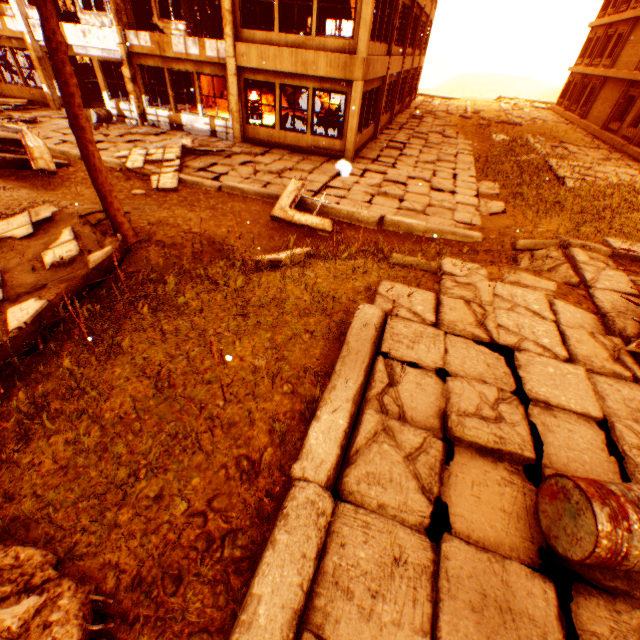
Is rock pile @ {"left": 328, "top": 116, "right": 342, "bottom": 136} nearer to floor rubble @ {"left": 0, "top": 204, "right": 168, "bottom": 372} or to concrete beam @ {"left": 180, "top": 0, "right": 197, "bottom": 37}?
concrete beam @ {"left": 180, "top": 0, "right": 197, "bottom": 37}

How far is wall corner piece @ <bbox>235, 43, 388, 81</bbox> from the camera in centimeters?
1112cm

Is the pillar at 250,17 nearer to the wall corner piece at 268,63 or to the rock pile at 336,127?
the wall corner piece at 268,63

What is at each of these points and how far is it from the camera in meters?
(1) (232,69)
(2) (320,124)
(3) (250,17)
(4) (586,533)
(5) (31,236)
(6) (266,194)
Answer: (1) pillar, 12.3 m
(2) rock pile, 14.4 m
(3) pillar, 19.2 m
(4) metal barrel, 2.1 m
(5) floor rubble, 5.6 m
(6) concrete curb, 9.5 m

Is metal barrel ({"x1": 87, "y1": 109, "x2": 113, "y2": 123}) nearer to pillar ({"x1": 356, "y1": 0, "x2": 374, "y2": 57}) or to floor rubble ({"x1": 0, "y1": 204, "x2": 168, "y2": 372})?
pillar ({"x1": 356, "y1": 0, "x2": 374, "y2": 57})

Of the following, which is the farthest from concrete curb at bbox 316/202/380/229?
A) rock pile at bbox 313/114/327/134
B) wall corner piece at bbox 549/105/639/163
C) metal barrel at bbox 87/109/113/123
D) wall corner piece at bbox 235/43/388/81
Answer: wall corner piece at bbox 549/105/639/163

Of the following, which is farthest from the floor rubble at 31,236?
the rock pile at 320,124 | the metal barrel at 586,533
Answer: the rock pile at 320,124

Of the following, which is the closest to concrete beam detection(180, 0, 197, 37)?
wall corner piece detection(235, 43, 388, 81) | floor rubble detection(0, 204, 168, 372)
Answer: wall corner piece detection(235, 43, 388, 81)
